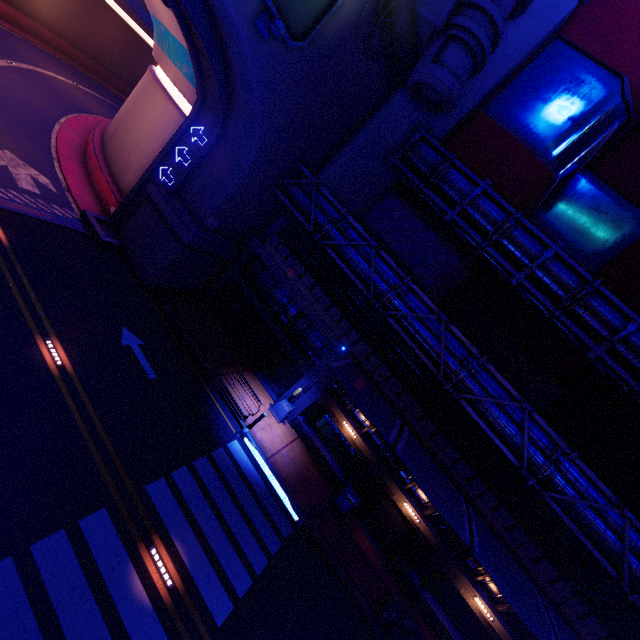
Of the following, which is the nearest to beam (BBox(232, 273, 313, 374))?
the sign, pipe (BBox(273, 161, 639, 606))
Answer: pipe (BBox(273, 161, 639, 606))

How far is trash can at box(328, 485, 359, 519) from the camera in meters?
16.5 m

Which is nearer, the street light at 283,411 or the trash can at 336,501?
the trash can at 336,501

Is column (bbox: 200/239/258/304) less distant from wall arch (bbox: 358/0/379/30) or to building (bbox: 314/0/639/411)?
wall arch (bbox: 358/0/379/30)

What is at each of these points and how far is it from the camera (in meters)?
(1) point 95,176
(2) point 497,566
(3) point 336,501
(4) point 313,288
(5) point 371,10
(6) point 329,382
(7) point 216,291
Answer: (1) tunnel, 20.97
(2) awning, 12.09
(3) trash can, 16.77
(4) fence, 18.97
(5) wall arch, 13.71
(6) column, 18.17
(7) column, 21.14

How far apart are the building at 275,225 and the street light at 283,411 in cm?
864

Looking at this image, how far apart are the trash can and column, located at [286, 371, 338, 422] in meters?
4.3

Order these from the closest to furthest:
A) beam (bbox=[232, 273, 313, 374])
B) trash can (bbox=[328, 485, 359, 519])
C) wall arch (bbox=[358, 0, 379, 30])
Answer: wall arch (bbox=[358, 0, 379, 30]) < trash can (bbox=[328, 485, 359, 519]) < beam (bbox=[232, 273, 313, 374])
